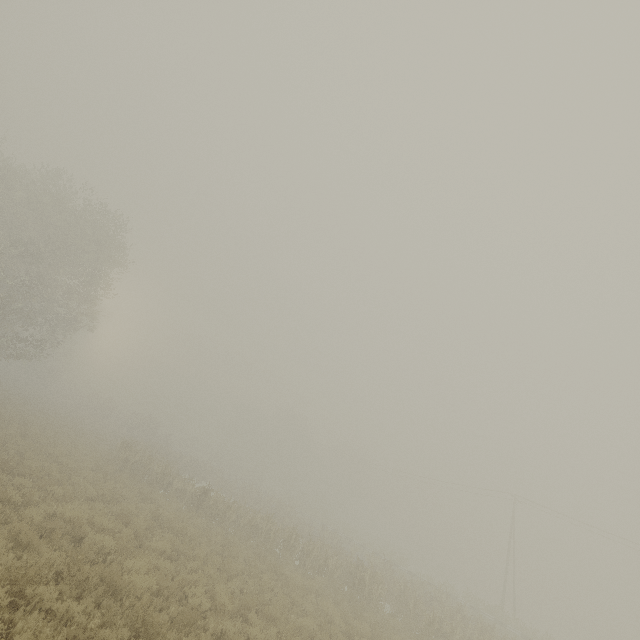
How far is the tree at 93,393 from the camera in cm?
4934

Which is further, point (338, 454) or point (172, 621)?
point (338, 454)

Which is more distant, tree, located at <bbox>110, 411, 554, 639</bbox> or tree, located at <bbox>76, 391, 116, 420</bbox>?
tree, located at <bbox>76, 391, 116, 420</bbox>

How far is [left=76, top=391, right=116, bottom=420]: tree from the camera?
49.3 meters

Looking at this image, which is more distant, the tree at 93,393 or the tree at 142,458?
the tree at 93,393
